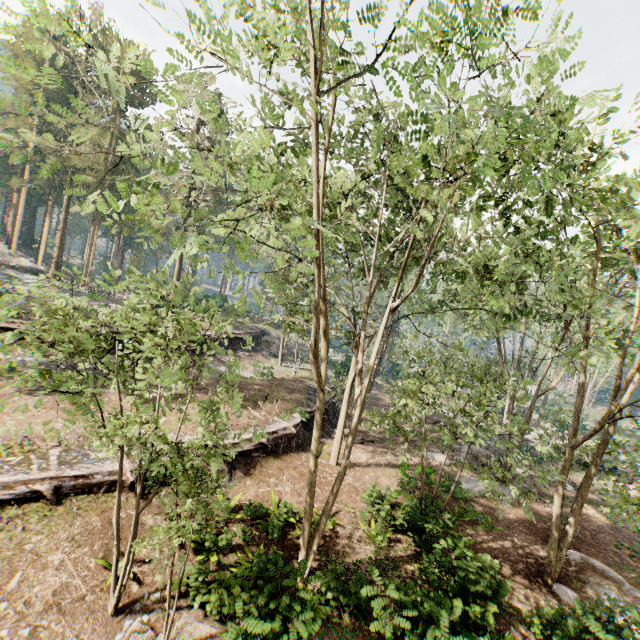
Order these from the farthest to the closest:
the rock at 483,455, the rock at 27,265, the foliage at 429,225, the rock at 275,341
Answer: the rock at 275,341 → the rock at 27,265 → the rock at 483,455 → the foliage at 429,225

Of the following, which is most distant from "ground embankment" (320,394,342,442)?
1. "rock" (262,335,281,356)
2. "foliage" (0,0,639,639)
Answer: "rock" (262,335,281,356)

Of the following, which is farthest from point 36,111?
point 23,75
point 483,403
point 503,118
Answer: point 483,403

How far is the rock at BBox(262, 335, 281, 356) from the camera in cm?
3868

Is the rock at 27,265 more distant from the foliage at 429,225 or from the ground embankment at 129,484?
the ground embankment at 129,484

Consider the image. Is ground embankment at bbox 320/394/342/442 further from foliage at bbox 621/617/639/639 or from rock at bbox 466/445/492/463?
rock at bbox 466/445/492/463

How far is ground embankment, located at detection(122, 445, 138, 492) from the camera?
12.1 meters
